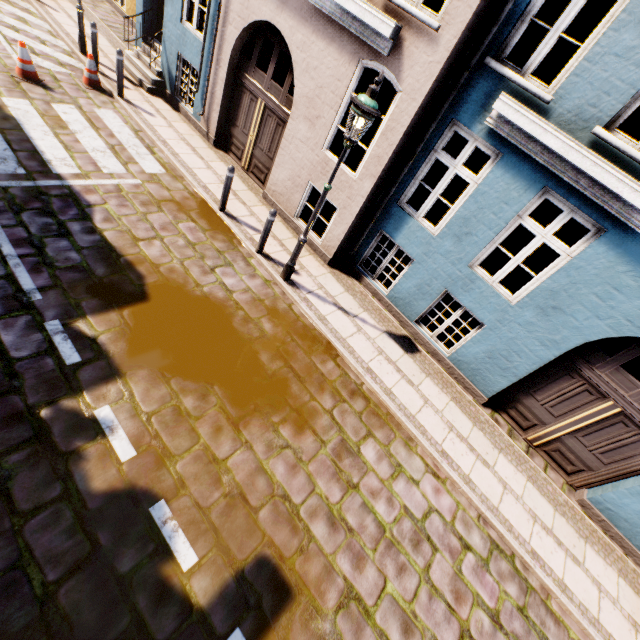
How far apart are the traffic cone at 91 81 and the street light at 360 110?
7.84m

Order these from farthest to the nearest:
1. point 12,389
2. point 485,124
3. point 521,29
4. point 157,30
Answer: point 157,30 < point 485,124 < point 521,29 < point 12,389

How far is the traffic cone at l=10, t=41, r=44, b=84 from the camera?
7.5m

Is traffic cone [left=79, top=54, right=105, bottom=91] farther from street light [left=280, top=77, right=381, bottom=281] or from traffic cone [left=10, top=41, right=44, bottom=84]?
street light [left=280, top=77, right=381, bottom=281]

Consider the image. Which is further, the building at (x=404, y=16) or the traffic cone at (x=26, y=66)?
the traffic cone at (x=26, y=66)

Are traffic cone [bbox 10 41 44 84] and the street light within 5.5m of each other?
no

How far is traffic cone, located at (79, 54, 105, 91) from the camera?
8.6 meters

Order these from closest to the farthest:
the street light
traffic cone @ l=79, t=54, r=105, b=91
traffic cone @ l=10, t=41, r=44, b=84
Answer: the street light → traffic cone @ l=10, t=41, r=44, b=84 → traffic cone @ l=79, t=54, r=105, b=91
